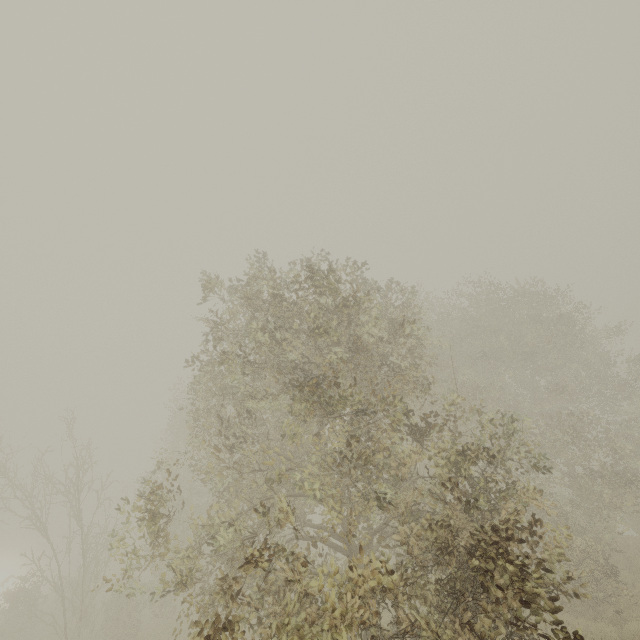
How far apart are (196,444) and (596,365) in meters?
21.5
